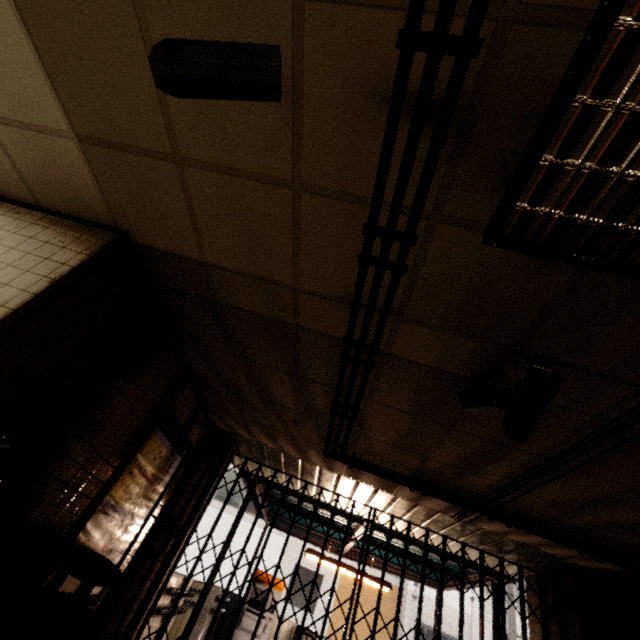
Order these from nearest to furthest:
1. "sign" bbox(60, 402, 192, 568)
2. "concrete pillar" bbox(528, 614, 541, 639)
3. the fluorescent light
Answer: the fluorescent light → "sign" bbox(60, 402, 192, 568) → "concrete pillar" bbox(528, 614, 541, 639)

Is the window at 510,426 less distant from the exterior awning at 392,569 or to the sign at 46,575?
the sign at 46,575

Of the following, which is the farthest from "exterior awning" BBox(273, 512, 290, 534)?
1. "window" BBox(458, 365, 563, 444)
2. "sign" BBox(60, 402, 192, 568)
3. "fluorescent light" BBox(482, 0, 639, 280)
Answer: "fluorescent light" BBox(482, 0, 639, 280)

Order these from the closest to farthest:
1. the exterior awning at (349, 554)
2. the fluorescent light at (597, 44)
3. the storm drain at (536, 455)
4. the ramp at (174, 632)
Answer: the fluorescent light at (597, 44) < the storm drain at (536, 455) < the ramp at (174, 632) < the exterior awning at (349, 554)

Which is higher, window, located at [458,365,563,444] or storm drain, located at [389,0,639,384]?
storm drain, located at [389,0,639,384]

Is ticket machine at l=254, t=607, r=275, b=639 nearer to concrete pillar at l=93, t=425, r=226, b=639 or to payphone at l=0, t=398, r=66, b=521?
concrete pillar at l=93, t=425, r=226, b=639

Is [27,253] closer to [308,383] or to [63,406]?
[63,406]

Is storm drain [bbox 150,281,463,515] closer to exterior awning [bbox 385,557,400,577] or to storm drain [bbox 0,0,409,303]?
storm drain [bbox 0,0,409,303]
